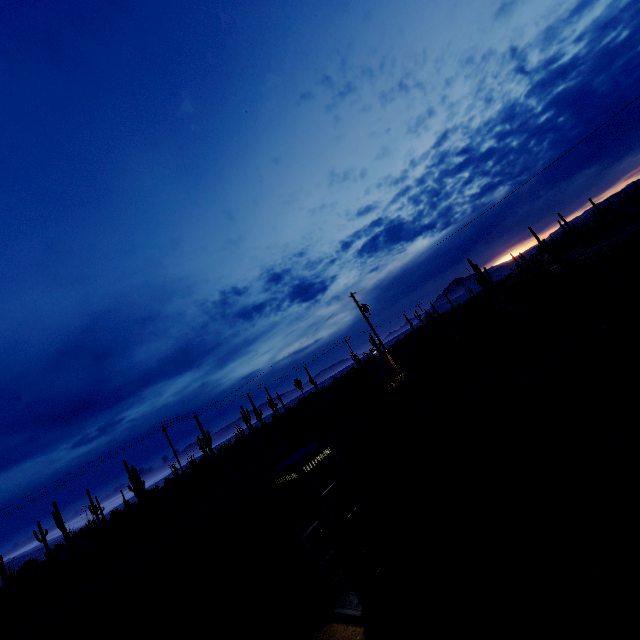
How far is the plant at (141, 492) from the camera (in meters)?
34.56

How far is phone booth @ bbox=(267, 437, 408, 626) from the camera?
5.37m

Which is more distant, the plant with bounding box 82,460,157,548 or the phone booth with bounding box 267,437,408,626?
the plant with bounding box 82,460,157,548

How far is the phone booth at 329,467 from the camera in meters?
5.4 m

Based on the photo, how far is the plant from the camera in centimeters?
3456cm

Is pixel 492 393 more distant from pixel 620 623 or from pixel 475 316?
pixel 475 316
